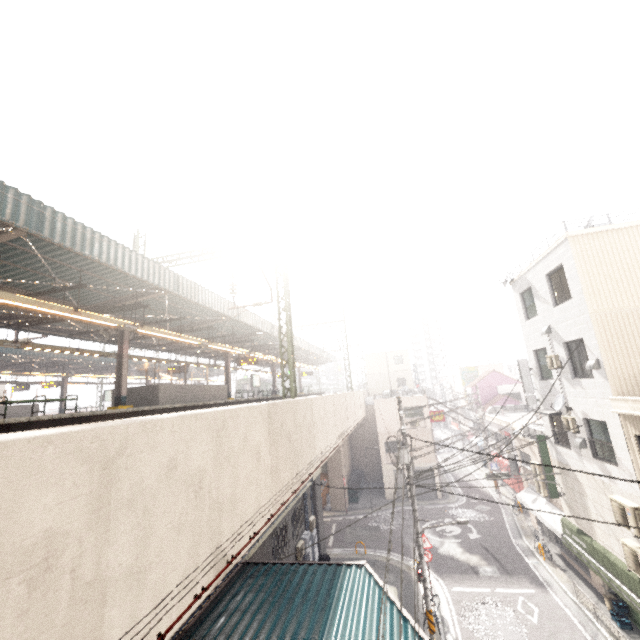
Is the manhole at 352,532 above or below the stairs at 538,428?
below

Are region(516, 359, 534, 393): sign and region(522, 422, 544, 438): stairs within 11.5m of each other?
yes

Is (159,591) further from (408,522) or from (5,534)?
(408,522)

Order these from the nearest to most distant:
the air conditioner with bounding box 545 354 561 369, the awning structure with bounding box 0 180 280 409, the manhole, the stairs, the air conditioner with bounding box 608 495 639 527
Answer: the awning structure with bounding box 0 180 280 409 < the air conditioner with bounding box 608 495 639 527 < the air conditioner with bounding box 545 354 561 369 < the stairs < the manhole

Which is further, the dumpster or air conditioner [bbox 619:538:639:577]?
the dumpster

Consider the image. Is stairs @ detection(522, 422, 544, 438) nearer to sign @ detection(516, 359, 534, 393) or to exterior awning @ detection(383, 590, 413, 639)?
sign @ detection(516, 359, 534, 393)

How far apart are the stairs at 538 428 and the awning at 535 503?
3.26m

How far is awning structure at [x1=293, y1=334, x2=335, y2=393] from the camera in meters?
28.4 m
